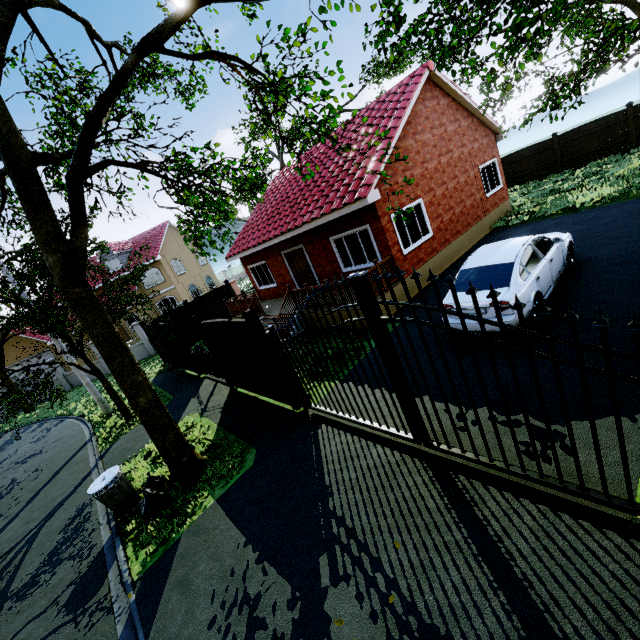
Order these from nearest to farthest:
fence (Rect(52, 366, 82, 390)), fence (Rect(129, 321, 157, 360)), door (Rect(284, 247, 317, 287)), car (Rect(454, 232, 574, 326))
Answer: car (Rect(454, 232, 574, 326))
door (Rect(284, 247, 317, 287))
fence (Rect(129, 321, 157, 360))
fence (Rect(52, 366, 82, 390))

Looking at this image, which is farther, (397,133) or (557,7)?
(397,133)

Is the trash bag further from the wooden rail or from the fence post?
the wooden rail

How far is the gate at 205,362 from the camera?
11.2 meters

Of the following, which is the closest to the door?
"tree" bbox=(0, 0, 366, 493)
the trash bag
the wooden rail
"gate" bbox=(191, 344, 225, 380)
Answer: the wooden rail

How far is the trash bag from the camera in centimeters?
625cm

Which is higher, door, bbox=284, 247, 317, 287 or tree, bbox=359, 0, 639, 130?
tree, bbox=359, 0, 639, 130

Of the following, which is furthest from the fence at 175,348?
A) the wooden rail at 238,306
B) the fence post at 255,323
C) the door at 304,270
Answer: the door at 304,270
